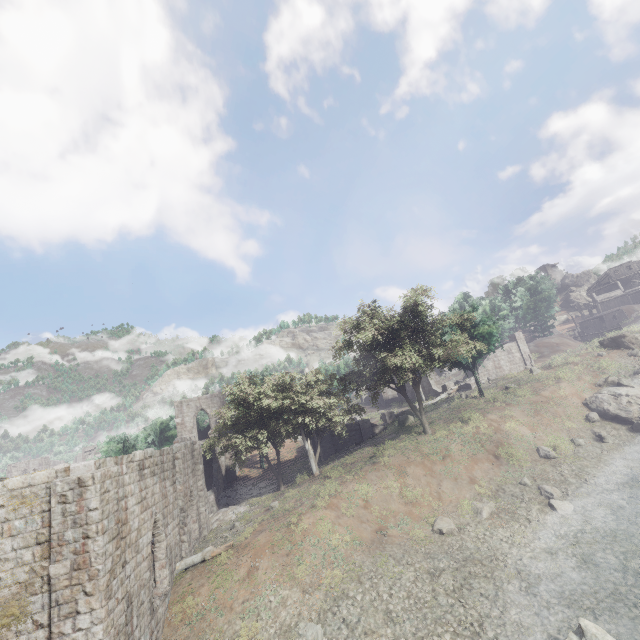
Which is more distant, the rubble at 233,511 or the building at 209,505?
the rubble at 233,511

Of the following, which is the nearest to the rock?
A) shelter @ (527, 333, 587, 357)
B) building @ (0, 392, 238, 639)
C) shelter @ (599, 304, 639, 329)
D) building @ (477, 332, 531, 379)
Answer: building @ (477, 332, 531, 379)

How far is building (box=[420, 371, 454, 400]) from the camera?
44.8 meters

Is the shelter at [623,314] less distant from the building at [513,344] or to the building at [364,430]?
the building at [513,344]

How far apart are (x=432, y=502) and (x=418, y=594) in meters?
6.8

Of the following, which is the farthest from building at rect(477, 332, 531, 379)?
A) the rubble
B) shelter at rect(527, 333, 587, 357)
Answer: the rubble

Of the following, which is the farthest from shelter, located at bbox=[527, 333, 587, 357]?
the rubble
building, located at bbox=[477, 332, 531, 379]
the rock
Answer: the rubble

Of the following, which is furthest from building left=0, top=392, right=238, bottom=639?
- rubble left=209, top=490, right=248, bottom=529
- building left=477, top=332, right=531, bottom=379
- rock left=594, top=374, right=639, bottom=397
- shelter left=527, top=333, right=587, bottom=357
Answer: shelter left=527, top=333, right=587, bottom=357
